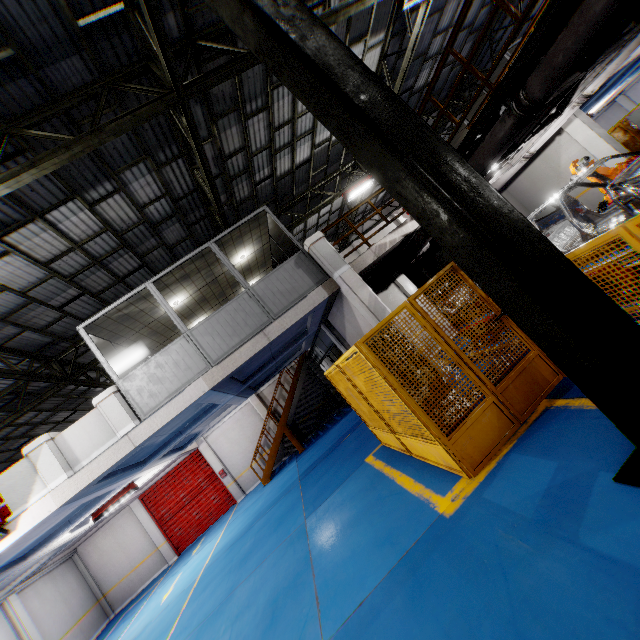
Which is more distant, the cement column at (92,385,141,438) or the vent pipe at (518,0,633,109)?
the cement column at (92,385,141,438)

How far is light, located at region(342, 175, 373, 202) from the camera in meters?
14.7 m

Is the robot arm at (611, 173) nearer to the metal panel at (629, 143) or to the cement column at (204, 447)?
the metal panel at (629, 143)

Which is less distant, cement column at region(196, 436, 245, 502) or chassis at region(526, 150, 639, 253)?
chassis at region(526, 150, 639, 253)

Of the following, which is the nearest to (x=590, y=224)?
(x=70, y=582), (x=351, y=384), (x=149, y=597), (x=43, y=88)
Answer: (x=351, y=384)

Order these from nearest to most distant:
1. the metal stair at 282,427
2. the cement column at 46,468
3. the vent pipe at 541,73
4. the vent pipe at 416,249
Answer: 1. the vent pipe at 541,73
2. the cement column at 46,468
3. the vent pipe at 416,249
4. the metal stair at 282,427

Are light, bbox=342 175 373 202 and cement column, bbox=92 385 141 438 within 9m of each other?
no

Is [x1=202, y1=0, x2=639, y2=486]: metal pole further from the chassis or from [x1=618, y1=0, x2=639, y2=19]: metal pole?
the chassis
